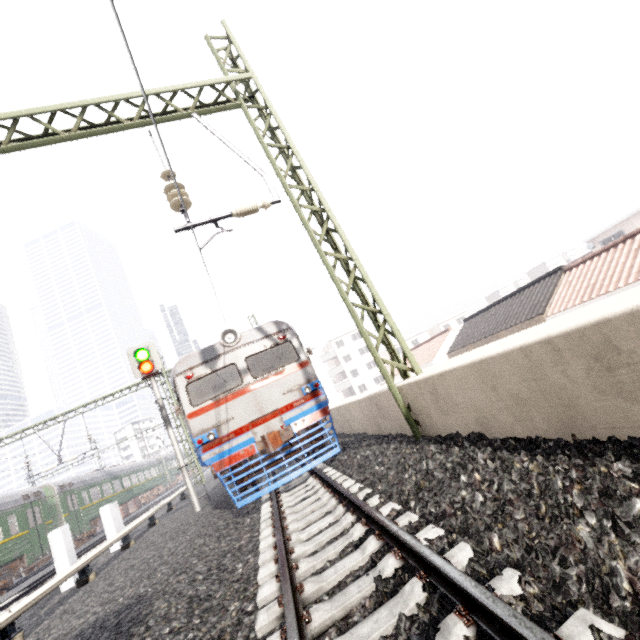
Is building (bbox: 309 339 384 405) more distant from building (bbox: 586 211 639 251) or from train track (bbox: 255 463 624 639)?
building (bbox: 586 211 639 251)

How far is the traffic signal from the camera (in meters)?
10.38

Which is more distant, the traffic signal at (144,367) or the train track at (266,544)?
the traffic signal at (144,367)

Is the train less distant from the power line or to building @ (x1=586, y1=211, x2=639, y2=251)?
the power line

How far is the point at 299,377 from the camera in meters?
8.5 m

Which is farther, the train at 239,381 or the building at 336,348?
the building at 336,348

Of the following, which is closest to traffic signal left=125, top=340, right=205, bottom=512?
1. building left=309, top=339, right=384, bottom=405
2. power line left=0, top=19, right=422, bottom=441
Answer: power line left=0, top=19, right=422, bottom=441

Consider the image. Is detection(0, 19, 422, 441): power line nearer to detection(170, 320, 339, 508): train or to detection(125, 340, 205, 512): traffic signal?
detection(170, 320, 339, 508): train
